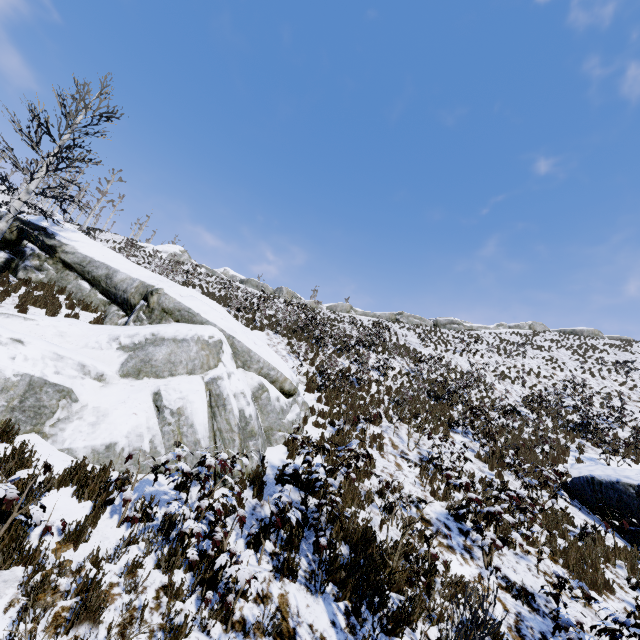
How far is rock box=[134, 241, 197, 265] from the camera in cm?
4150

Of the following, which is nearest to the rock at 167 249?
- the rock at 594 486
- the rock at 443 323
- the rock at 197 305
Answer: the rock at 443 323

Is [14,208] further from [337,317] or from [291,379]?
[337,317]

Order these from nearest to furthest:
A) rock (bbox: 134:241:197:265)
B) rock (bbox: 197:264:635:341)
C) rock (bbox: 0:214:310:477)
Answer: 1. rock (bbox: 0:214:310:477)
2. rock (bbox: 197:264:635:341)
3. rock (bbox: 134:241:197:265)

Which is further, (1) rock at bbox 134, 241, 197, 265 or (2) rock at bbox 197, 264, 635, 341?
(1) rock at bbox 134, 241, 197, 265

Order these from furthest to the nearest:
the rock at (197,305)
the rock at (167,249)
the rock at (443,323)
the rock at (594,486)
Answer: the rock at (167,249)
the rock at (443,323)
the rock at (594,486)
the rock at (197,305)

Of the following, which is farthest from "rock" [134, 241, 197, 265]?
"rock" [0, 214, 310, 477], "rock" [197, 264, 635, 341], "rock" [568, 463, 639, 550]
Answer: "rock" [568, 463, 639, 550]

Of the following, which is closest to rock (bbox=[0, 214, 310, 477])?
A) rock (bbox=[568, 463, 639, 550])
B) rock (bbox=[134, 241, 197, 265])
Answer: rock (bbox=[568, 463, 639, 550])
